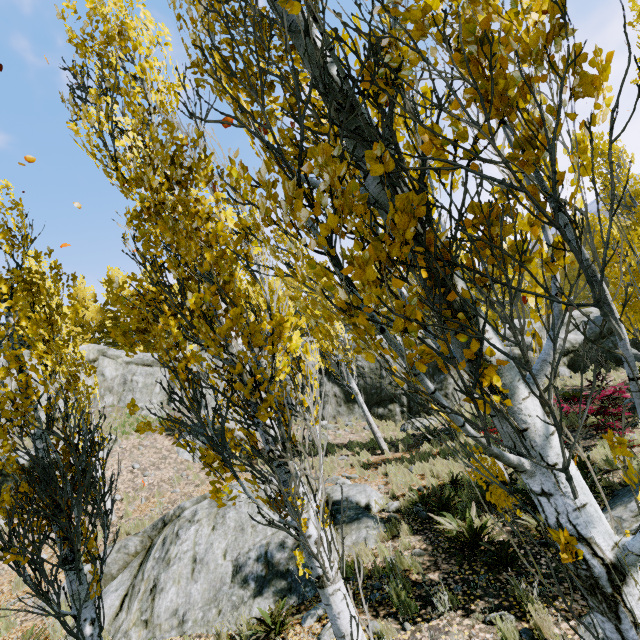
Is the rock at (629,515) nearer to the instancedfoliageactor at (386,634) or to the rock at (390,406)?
the instancedfoliageactor at (386,634)

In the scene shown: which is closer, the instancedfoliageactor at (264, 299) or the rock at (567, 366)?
the instancedfoliageactor at (264, 299)

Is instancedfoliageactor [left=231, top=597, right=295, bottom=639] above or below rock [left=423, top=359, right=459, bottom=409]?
below

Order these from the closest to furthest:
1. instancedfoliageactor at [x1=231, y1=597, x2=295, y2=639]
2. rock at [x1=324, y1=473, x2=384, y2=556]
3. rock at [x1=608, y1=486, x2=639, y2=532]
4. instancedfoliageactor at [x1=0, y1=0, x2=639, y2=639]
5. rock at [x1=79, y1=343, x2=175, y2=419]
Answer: instancedfoliageactor at [x1=0, y1=0, x2=639, y2=639] < instancedfoliageactor at [x1=231, y1=597, x2=295, y2=639] < rock at [x1=608, y1=486, x2=639, y2=532] < rock at [x1=324, y1=473, x2=384, y2=556] < rock at [x1=79, y1=343, x2=175, y2=419]

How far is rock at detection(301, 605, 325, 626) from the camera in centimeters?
539cm

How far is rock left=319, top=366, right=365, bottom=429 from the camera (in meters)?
18.17

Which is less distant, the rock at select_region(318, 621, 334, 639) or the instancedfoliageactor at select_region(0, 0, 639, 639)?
the instancedfoliageactor at select_region(0, 0, 639, 639)

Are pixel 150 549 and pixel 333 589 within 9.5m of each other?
yes
